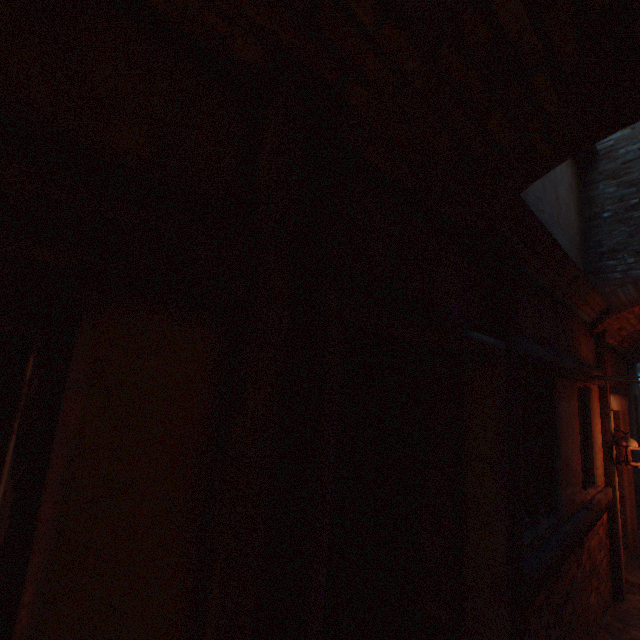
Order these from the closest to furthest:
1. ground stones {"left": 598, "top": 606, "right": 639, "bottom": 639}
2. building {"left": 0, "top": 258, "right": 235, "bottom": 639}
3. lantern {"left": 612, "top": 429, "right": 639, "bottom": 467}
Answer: building {"left": 0, "top": 258, "right": 235, "bottom": 639}
ground stones {"left": 598, "top": 606, "right": 639, "bottom": 639}
lantern {"left": 612, "top": 429, "right": 639, "bottom": 467}

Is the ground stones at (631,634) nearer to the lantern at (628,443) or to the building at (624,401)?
the building at (624,401)

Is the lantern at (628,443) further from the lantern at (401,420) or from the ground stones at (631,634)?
the lantern at (401,420)

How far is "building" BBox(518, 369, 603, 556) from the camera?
2.8m

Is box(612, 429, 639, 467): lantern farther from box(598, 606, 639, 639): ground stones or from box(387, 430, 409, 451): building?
box(598, 606, 639, 639): ground stones

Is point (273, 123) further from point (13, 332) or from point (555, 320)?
point (555, 320)

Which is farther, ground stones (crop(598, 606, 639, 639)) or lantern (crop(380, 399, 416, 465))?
ground stones (crop(598, 606, 639, 639))

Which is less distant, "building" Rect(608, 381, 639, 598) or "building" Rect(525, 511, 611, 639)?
"building" Rect(525, 511, 611, 639)
